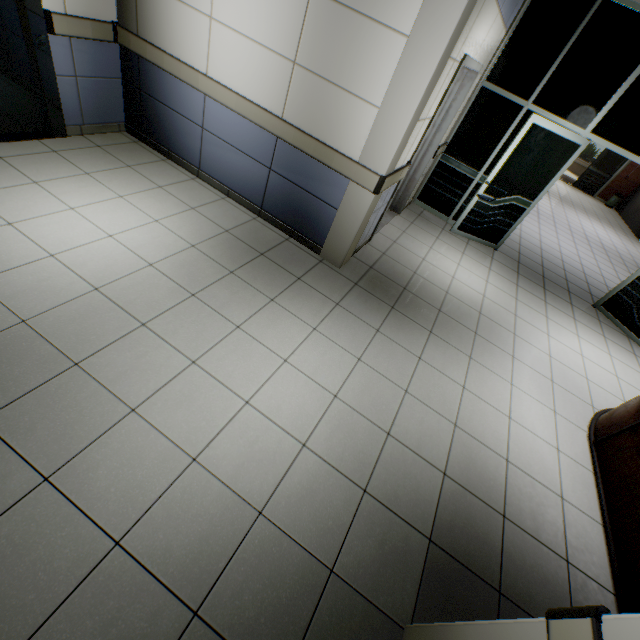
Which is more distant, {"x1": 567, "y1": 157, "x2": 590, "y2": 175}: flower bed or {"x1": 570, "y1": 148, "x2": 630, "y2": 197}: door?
{"x1": 567, "y1": 157, "x2": 590, "y2": 175}: flower bed

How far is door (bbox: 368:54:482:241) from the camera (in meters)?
3.46

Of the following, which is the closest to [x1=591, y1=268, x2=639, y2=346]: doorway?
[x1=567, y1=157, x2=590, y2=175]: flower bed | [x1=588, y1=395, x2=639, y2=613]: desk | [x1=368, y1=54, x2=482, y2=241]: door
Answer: [x1=588, y1=395, x2=639, y2=613]: desk

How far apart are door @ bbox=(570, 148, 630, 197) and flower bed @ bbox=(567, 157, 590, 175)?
11.9m

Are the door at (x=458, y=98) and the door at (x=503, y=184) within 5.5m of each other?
yes

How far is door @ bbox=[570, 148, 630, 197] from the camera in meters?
14.1

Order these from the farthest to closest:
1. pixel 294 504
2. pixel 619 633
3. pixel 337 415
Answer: pixel 337 415, pixel 294 504, pixel 619 633

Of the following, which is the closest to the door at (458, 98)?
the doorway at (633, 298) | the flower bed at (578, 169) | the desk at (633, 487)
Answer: the desk at (633, 487)
